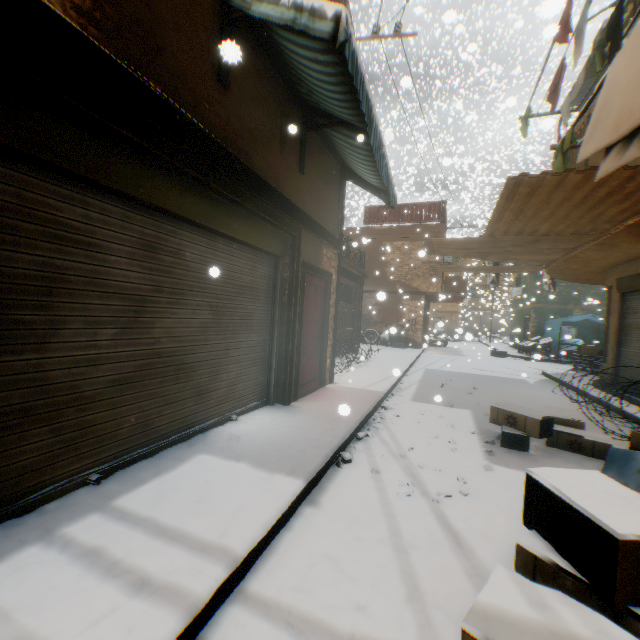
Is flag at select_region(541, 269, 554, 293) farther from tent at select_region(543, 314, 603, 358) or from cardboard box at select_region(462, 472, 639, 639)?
cardboard box at select_region(462, 472, 639, 639)

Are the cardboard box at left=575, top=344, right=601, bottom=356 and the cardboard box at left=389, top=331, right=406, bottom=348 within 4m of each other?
yes

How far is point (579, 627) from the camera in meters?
1.5

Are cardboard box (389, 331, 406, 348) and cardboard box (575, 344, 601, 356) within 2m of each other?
yes

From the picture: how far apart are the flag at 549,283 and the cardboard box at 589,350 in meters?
1.1 m

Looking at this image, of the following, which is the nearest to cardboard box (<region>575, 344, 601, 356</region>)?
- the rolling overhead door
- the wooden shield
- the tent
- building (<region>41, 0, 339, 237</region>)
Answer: the tent

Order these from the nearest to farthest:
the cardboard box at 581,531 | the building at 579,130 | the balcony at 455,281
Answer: the cardboard box at 581,531, the building at 579,130, the balcony at 455,281

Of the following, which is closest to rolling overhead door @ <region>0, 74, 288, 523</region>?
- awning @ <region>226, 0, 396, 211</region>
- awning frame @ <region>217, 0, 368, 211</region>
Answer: awning @ <region>226, 0, 396, 211</region>
